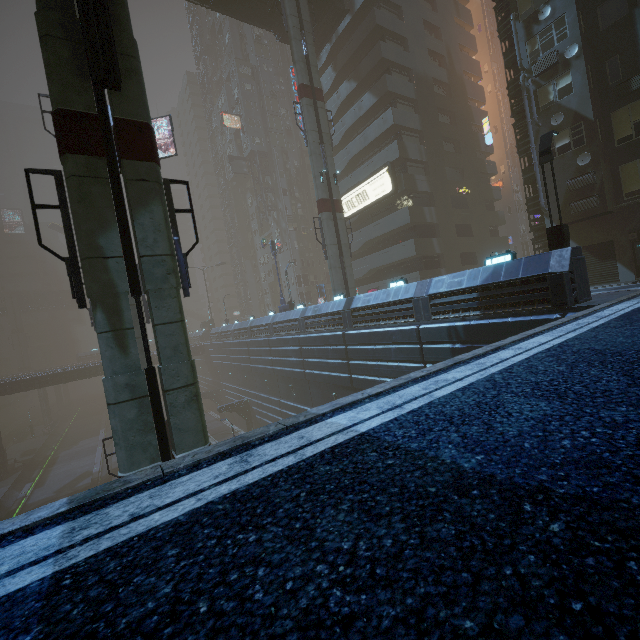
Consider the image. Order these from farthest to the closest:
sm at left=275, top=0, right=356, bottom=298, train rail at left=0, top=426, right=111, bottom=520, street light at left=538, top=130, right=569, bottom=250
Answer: train rail at left=0, top=426, right=111, bottom=520
sm at left=275, top=0, right=356, bottom=298
street light at left=538, top=130, right=569, bottom=250

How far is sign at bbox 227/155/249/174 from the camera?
53.3m

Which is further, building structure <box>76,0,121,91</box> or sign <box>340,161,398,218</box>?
sign <box>340,161,398,218</box>

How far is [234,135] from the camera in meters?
57.8 m

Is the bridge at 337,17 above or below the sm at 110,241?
above

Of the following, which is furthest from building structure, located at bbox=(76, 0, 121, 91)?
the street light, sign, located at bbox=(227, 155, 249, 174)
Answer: sign, located at bbox=(227, 155, 249, 174)

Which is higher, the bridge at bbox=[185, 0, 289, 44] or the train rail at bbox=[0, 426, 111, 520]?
the bridge at bbox=[185, 0, 289, 44]

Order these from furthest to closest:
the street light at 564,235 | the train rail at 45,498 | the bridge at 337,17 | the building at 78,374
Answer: the building at 78,374 < the train rail at 45,498 < the bridge at 337,17 < the street light at 564,235
